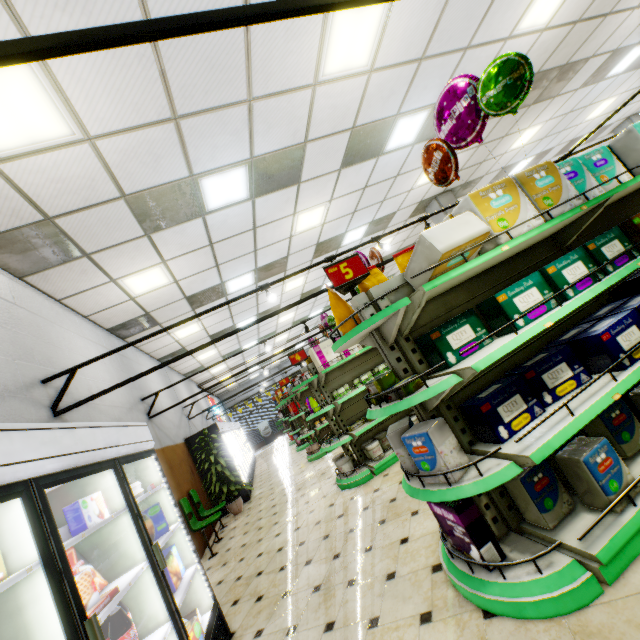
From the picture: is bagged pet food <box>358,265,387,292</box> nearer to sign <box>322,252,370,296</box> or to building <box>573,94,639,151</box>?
sign <box>322,252,370,296</box>

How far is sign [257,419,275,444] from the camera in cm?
2417

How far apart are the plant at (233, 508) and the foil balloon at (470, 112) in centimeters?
764cm

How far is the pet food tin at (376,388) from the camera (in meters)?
2.29

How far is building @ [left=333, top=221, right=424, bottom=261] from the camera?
10.79m

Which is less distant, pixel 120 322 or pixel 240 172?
pixel 240 172

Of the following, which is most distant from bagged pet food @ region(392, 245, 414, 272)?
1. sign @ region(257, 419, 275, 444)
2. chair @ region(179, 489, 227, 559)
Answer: sign @ region(257, 419, 275, 444)

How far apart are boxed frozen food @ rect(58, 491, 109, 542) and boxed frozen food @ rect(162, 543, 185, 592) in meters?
1.0 m
